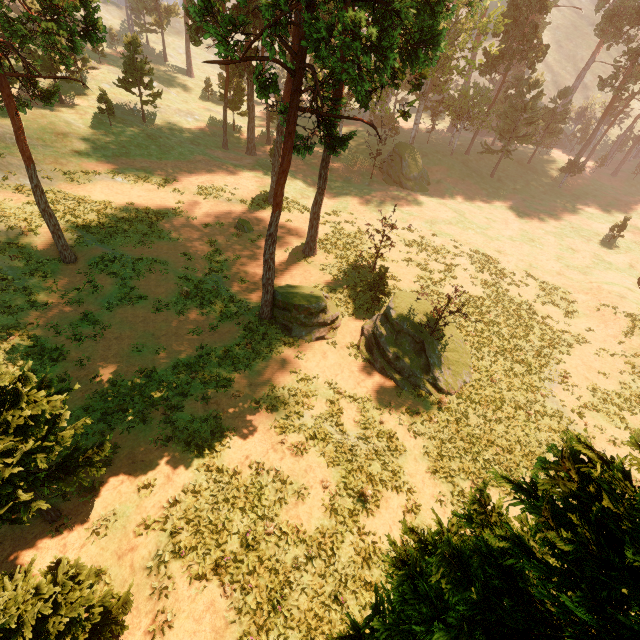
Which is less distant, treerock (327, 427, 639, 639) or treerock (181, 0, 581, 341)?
treerock (327, 427, 639, 639)

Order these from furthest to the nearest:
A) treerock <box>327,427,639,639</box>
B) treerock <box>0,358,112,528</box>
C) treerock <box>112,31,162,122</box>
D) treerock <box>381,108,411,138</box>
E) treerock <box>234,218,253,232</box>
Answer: treerock <box>112,31,162,122</box> → treerock <box>234,218,253,232</box> → treerock <box>381,108,411,138</box> → treerock <box>0,358,112,528</box> → treerock <box>327,427,639,639</box>

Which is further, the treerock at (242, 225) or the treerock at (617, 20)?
the treerock at (617, 20)

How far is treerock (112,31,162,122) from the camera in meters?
36.1

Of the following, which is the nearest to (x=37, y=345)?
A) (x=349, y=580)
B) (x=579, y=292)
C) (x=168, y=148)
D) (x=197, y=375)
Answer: (x=197, y=375)

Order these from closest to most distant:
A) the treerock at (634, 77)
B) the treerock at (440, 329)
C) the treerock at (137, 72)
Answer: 1. the treerock at (440, 329)
2. the treerock at (137, 72)
3. the treerock at (634, 77)
